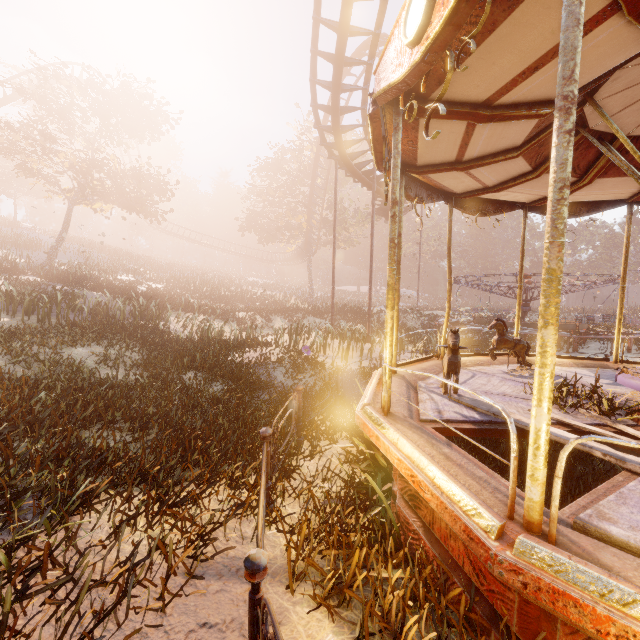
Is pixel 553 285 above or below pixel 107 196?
below

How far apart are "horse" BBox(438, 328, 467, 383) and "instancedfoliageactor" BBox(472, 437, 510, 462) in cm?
110

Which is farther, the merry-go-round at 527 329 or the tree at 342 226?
the tree at 342 226

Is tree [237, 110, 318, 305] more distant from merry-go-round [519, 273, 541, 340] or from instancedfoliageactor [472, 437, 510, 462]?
instancedfoliageactor [472, 437, 510, 462]

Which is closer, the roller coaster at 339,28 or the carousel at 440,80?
the carousel at 440,80

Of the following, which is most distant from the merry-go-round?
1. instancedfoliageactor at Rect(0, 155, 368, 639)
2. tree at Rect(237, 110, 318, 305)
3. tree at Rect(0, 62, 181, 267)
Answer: tree at Rect(0, 62, 181, 267)

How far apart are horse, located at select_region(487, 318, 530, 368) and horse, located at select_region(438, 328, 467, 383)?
2.0 meters

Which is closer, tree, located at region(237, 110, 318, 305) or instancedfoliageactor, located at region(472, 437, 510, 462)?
instancedfoliageactor, located at region(472, 437, 510, 462)
